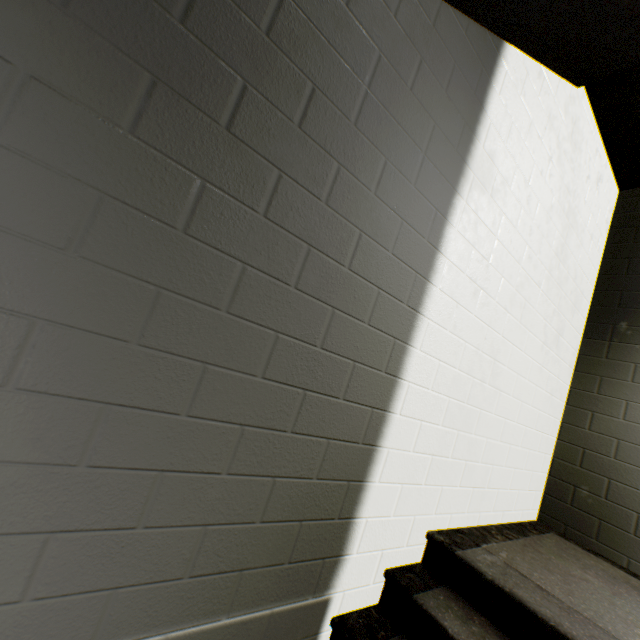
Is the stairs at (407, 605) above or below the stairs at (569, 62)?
below

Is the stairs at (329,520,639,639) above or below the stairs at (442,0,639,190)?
below

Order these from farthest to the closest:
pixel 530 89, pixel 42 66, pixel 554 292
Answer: pixel 554 292 < pixel 530 89 < pixel 42 66
